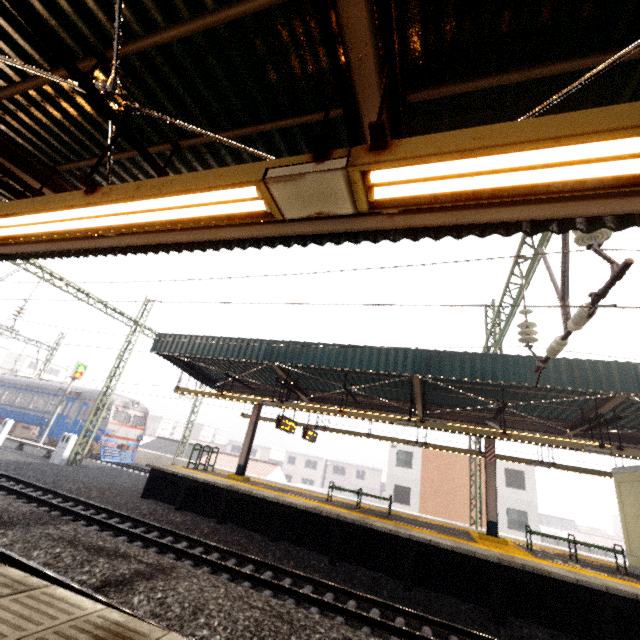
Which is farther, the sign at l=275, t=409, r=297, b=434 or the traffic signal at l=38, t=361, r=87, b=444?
the traffic signal at l=38, t=361, r=87, b=444

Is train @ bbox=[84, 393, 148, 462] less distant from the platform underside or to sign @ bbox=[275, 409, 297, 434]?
the platform underside

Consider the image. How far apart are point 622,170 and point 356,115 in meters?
2.2 m

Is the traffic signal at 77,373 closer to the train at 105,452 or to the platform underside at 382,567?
the train at 105,452

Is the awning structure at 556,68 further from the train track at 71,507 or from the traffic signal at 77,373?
the traffic signal at 77,373

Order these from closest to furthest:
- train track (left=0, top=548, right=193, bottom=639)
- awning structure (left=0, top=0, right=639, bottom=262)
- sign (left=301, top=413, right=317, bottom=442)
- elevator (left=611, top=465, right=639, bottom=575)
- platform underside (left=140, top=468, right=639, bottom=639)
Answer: awning structure (left=0, top=0, right=639, bottom=262) < train track (left=0, top=548, right=193, bottom=639) < platform underside (left=140, top=468, right=639, bottom=639) < elevator (left=611, top=465, right=639, bottom=575) < sign (left=301, top=413, right=317, bottom=442)

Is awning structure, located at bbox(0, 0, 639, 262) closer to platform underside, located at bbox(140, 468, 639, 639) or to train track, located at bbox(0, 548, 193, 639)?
train track, located at bbox(0, 548, 193, 639)

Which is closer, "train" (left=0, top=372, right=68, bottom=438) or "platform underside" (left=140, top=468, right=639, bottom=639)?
"platform underside" (left=140, top=468, right=639, bottom=639)
